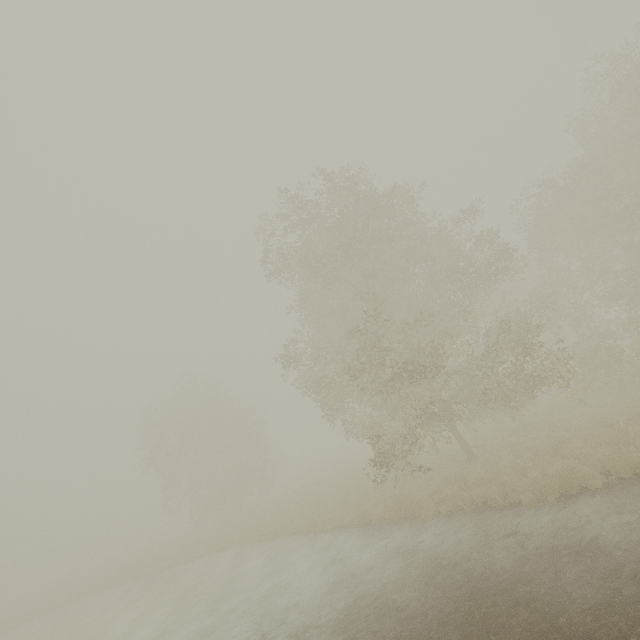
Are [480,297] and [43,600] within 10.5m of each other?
no
